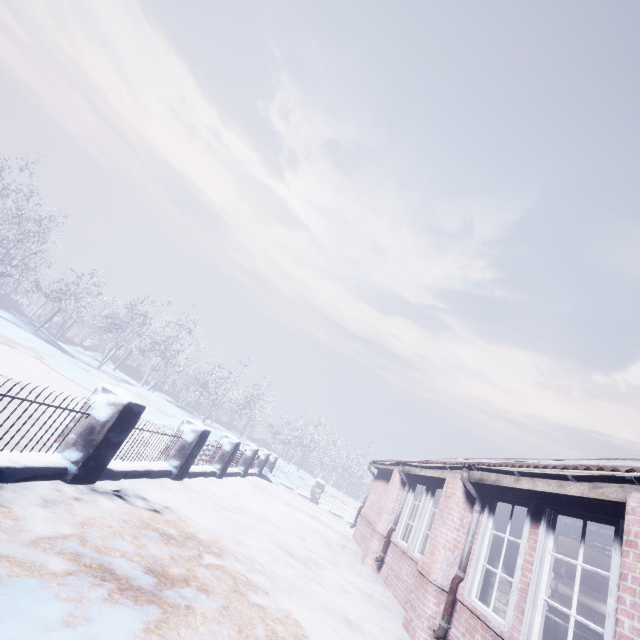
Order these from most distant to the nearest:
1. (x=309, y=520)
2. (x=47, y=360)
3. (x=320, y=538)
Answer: (x=47, y=360) → (x=309, y=520) → (x=320, y=538)

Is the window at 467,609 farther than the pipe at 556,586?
No

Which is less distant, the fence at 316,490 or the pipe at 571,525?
the pipe at 571,525

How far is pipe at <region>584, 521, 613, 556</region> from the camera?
3.7 meters

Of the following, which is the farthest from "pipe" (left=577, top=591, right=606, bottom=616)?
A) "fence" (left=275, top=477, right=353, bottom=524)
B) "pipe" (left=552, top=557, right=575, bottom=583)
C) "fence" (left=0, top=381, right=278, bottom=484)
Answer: "fence" (left=275, top=477, right=353, bottom=524)

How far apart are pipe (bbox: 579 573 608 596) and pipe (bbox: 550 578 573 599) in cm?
9

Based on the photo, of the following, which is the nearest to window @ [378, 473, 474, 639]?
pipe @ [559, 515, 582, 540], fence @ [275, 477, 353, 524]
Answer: pipe @ [559, 515, 582, 540]

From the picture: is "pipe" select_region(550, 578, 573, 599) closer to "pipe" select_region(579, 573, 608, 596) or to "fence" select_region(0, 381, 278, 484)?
"pipe" select_region(579, 573, 608, 596)
